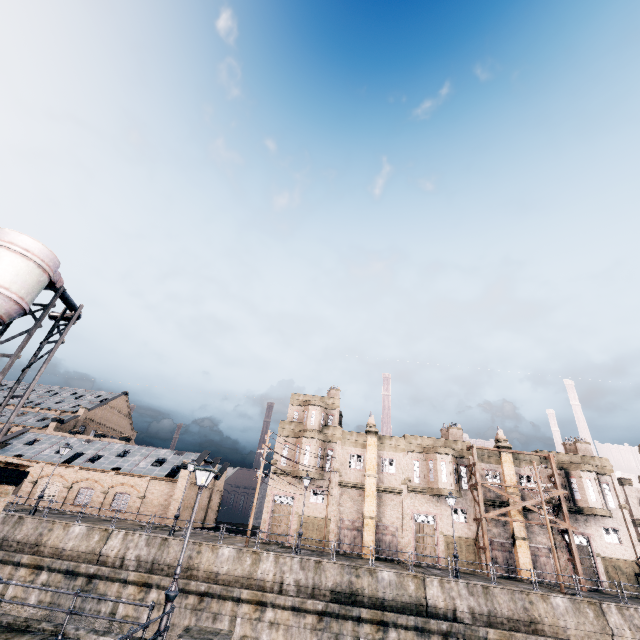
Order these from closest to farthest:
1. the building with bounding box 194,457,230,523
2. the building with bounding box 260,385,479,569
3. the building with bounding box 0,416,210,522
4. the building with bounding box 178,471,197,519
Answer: the building with bounding box 260,385,479,569 < the building with bounding box 0,416,210,522 < the building with bounding box 178,471,197,519 < the building with bounding box 194,457,230,523

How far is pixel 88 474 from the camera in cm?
3866

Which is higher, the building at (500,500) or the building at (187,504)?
the building at (500,500)

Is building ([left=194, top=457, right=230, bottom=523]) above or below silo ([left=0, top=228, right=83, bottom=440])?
below

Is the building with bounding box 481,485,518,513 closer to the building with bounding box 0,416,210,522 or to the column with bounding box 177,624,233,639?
the building with bounding box 0,416,210,522

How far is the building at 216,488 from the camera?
43.47m

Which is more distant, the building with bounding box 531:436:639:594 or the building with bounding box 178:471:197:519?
the building with bounding box 178:471:197:519
